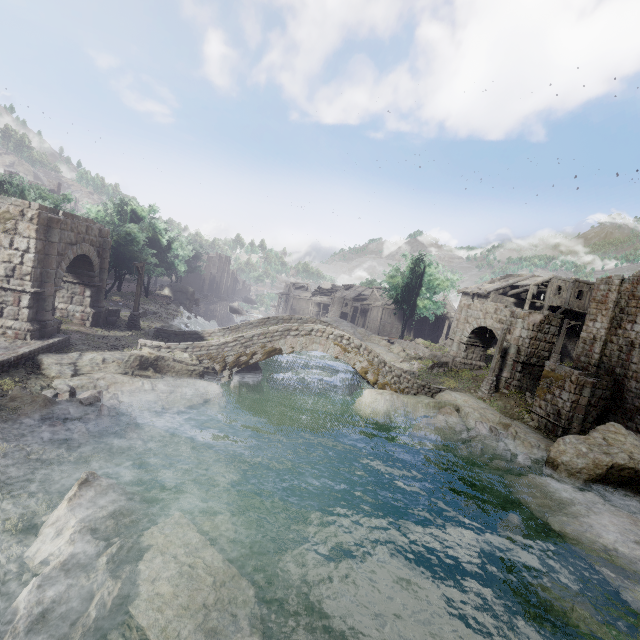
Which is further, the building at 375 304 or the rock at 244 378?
the building at 375 304

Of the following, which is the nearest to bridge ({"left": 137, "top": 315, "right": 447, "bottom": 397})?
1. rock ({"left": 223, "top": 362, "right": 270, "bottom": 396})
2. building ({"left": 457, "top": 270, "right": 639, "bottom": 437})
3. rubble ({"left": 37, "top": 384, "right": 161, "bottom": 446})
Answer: rock ({"left": 223, "top": 362, "right": 270, "bottom": 396})

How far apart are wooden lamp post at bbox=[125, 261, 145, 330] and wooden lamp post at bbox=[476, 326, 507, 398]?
24.30m

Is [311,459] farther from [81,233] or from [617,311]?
[617,311]

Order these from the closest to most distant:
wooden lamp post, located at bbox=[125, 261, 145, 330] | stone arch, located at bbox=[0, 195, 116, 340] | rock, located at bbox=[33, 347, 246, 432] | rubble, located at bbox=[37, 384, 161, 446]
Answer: rubble, located at bbox=[37, 384, 161, 446] < rock, located at bbox=[33, 347, 246, 432] < stone arch, located at bbox=[0, 195, 116, 340] < wooden lamp post, located at bbox=[125, 261, 145, 330]

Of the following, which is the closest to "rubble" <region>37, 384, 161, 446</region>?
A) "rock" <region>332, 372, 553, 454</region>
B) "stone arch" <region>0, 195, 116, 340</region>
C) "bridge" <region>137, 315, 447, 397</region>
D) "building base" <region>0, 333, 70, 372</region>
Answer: "building base" <region>0, 333, 70, 372</region>

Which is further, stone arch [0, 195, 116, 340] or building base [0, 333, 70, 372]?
stone arch [0, 195, 116, 340]

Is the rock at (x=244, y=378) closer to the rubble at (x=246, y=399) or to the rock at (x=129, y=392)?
the rubble at (x=246, y=399)
